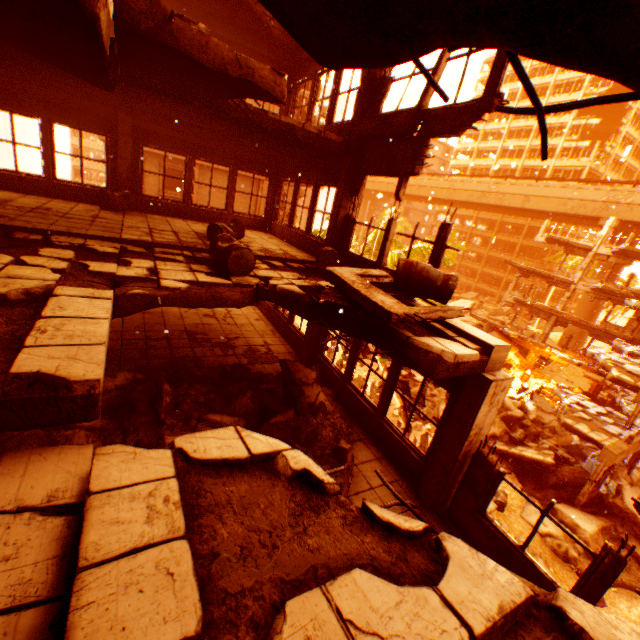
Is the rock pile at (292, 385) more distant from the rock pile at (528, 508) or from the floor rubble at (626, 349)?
the floor rubble at (626, 349)

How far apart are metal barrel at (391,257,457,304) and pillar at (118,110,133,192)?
8.7 meters

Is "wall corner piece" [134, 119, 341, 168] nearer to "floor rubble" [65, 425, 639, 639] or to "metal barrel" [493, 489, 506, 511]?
"floor rubble" [65, 425, 639, 639]

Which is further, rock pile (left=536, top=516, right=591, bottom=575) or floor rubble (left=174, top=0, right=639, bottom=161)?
rock pile (left=536, top=516, right=591, bottom=575)

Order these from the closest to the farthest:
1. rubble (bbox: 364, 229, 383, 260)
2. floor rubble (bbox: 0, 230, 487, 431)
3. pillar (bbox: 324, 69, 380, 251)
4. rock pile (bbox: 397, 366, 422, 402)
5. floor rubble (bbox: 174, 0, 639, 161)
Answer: floor rubble (bbox: 174, 0, 639, 161) → floor rubble (bbox: 0, 230, 487, 431) → pillar (bbox: 324, 69, 380, 251) → rubble (bbox: 364, 229, 383, 260) → rock pile (bbox: 397, 366, 422, 402)

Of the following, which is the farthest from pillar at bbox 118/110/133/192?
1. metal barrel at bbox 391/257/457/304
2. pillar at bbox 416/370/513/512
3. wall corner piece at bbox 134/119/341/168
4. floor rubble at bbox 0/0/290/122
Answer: pillar at bbox 416/370/513/512

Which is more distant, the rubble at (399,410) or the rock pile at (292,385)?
the rubble at (399,410)

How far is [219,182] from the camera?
23.14m
